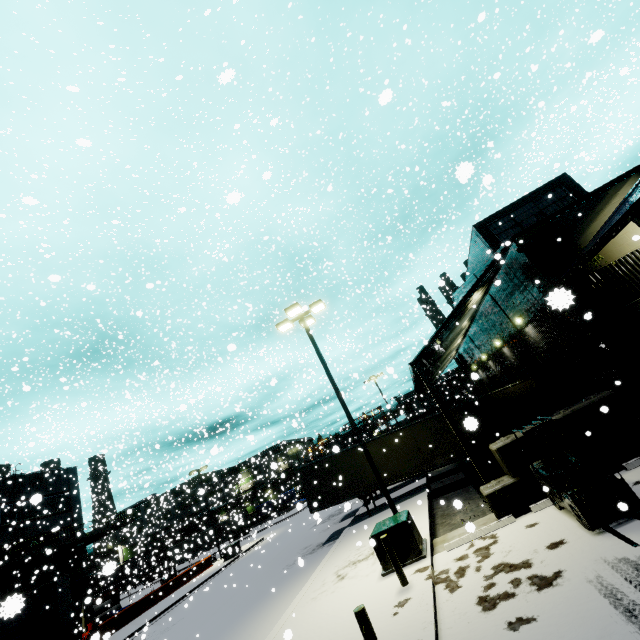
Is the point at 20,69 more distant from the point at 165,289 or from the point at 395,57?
the point at 395,57

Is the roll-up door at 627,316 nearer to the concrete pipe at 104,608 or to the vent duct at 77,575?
the vent duct at 77,575

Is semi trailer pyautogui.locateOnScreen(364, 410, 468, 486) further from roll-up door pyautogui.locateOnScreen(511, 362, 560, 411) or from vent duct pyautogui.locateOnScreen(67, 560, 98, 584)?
vent duct pyautogui.locateOnScreen(67, 560, 98, 584)

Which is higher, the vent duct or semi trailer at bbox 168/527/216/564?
the vent duct

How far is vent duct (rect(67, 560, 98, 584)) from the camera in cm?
2839

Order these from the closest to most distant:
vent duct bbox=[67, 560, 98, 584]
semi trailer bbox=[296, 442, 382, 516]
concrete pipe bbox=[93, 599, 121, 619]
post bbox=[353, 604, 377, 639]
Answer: post bbox=[353, 604, 377, 639], semi trailer bbox=[296, 442, 382, 516], vent duct bbox=[67, 560, 98, 584], concrete pipe bbox=[93, 599, 121, 619]

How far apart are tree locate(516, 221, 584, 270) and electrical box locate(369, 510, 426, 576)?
10.28m

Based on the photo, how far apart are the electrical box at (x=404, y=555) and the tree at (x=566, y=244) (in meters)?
10.28
